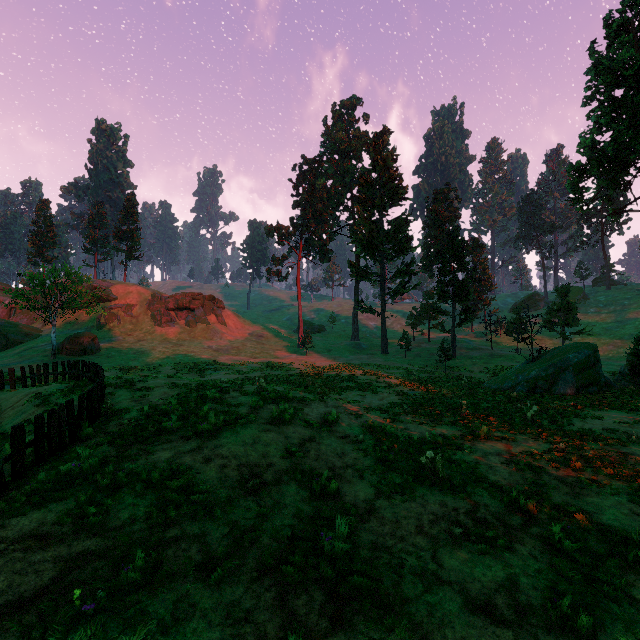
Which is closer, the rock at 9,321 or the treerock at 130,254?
the rock at 9,321

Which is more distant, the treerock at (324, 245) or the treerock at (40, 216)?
the treerock at (324, 245)

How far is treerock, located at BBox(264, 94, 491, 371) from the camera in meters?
40.2 m

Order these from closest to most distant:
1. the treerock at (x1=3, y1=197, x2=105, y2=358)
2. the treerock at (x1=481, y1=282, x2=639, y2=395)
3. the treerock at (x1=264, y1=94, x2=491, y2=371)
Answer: the treerock at (x1=481, y1=282, x2=639, y2=395) → the treerock at (x1=3, y1=197, x2=105, y2=358) → the treerock at (x1=264, y1=94, x2=491, y2=371)

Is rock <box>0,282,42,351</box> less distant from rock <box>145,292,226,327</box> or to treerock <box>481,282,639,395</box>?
rock <box>145,292,226,327</box>

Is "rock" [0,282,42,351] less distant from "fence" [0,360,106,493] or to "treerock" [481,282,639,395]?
"treerock" [481,282,639,395]

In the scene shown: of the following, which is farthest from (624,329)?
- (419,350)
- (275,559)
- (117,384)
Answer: (117,384)
